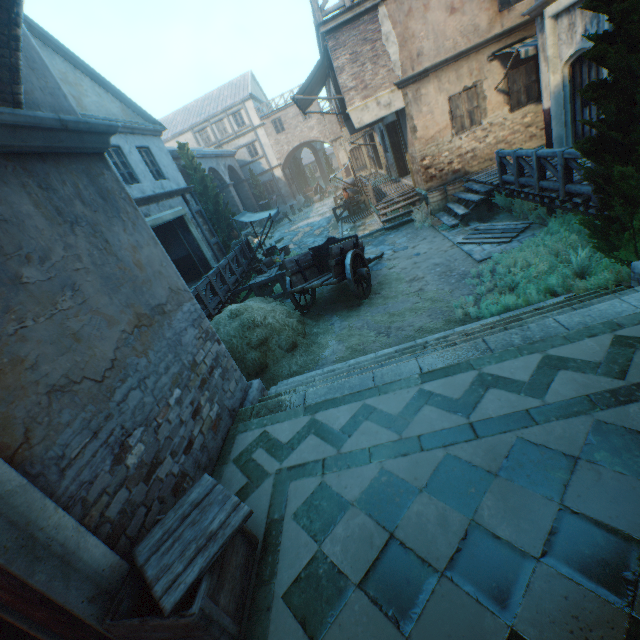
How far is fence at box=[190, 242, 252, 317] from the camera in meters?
9.5 m

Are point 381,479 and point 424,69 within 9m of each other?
no

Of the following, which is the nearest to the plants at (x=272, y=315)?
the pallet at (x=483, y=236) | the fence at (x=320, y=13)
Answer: the pallet at (x=483, y=236)

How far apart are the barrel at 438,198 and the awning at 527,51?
3.6m

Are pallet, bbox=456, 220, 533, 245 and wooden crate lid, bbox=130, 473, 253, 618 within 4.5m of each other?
no

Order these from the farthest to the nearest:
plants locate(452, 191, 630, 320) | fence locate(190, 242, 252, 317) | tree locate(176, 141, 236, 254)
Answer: tree locate(176, 141, 236, 254) → fence locate(190, 242, 252, 317) → plants locate(452, 191, 630, 320)

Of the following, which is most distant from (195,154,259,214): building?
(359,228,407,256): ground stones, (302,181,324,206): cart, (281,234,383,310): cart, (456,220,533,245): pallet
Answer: (302,181,324,206): cart

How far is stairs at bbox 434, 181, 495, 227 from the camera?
10.5 meters
